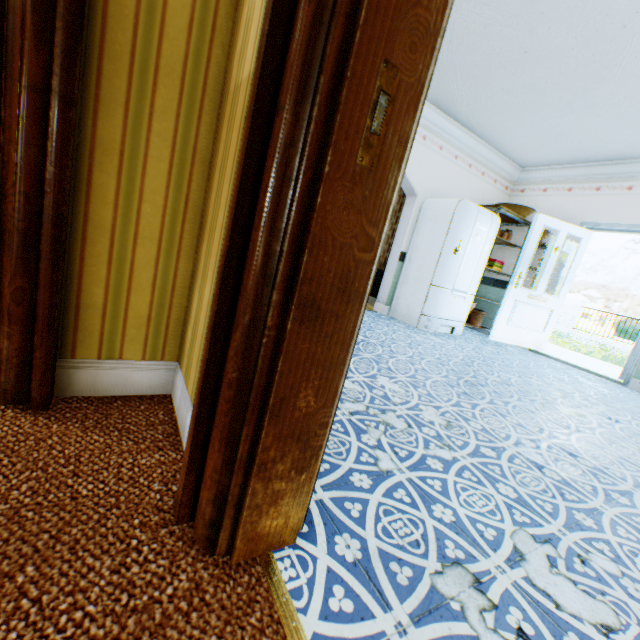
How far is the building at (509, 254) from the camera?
6.16m

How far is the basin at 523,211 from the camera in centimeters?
556cm

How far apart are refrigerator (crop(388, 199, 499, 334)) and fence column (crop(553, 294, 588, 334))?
15.8 meters

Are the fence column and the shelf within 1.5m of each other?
no

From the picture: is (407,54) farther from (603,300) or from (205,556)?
(603,300)

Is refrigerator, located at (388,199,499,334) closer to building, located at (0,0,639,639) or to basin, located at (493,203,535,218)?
building, located at (0,0,639,639)

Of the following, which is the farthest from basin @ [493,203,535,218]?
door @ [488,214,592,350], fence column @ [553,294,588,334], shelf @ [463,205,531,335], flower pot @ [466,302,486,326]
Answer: fence column @ [553,294,588,334]

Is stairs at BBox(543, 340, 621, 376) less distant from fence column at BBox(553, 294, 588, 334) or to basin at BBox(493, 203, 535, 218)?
basin at BBox(493, 203, 535, 218)
